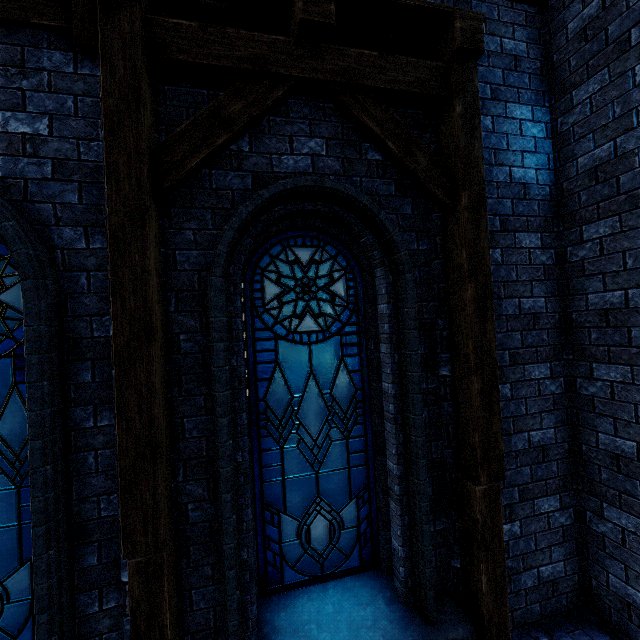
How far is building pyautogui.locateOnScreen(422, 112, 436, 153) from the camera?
3.33m

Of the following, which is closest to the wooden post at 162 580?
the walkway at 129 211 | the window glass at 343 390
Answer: the walkway at 129 211

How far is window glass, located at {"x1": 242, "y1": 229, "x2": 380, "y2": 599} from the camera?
3.27m

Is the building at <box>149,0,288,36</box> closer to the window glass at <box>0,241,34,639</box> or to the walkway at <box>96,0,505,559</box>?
the walkway at <box>96,0,505,559</box>

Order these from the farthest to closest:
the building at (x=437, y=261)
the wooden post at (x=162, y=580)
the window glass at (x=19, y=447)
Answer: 1. the building at (x=437, y=261)
2. the window glass at (x=19, y=447)
3. the wooden post at (x=162, y=580)

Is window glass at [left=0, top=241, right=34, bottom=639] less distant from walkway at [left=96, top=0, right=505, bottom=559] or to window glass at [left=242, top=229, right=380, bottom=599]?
walkway at [left=96, top=0, right=505, bottom=559]

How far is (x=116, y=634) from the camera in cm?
256

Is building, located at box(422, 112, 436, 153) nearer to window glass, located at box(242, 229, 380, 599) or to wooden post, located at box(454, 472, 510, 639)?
wooden post, located at box(454, 472, 510, 639)
